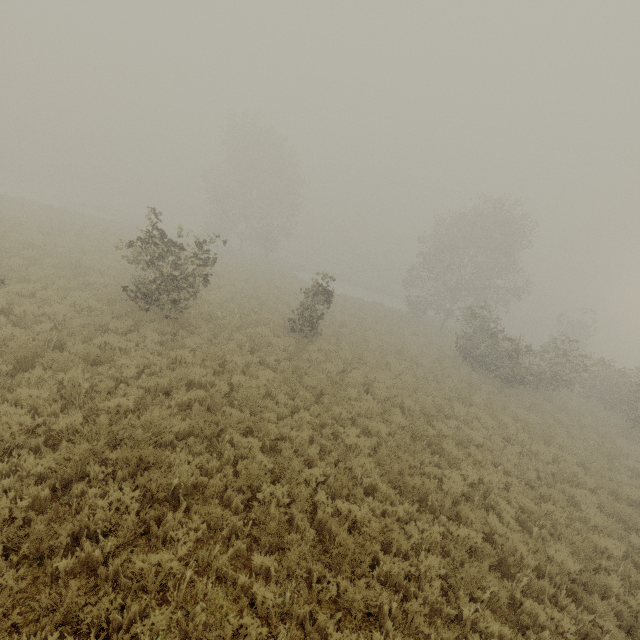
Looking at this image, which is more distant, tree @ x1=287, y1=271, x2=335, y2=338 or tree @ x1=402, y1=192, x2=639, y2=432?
tree @ x1=402, y1=192, x2=639, y2=432

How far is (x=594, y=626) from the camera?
5.59m

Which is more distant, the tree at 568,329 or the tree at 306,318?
the tree at 568,329

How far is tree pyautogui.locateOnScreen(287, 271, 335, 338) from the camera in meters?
15.4

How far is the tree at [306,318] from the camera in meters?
15.4
